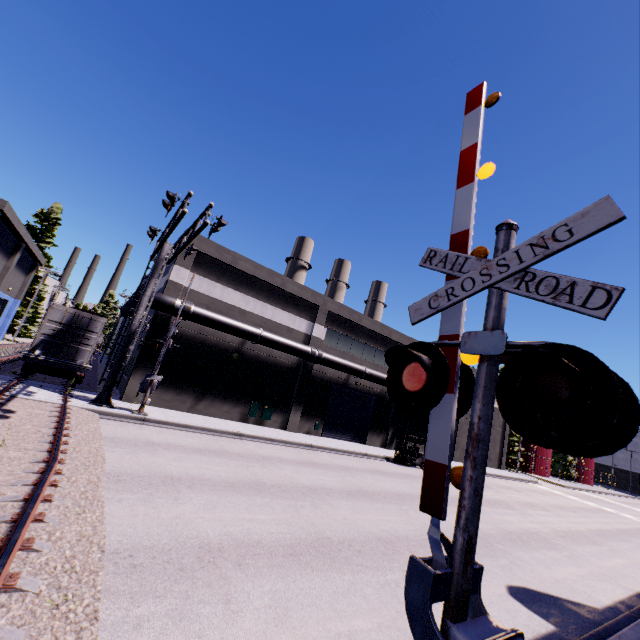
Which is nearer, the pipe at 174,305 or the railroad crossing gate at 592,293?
the railroad crossing gate at 592,293

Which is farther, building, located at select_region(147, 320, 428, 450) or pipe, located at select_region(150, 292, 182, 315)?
building, located at select_region(147, 320, 428, 450)

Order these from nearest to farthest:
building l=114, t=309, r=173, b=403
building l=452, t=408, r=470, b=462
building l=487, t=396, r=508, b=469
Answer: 1. building l=114, t=309, r=173, b=403
2. building l=452, t=408, r=470, b=462
3. building l=487, t=396, r=508, b=469

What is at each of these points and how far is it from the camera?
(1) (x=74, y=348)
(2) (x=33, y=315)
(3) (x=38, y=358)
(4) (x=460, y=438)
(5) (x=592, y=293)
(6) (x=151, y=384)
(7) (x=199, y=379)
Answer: (1) cargo container door, 16.72m
(2) tree, 42.28m
(3) flatcar, 15.52m
(4) building, 36.31m
(5) railroad crossing gate, 2.42m
(6) railroad crossing gate, 16.00m
(7) building, 20.56m

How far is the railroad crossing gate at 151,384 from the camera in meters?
15.8

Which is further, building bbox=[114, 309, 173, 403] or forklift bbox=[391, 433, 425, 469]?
forklift bbox=[391, 433, 425, 469]

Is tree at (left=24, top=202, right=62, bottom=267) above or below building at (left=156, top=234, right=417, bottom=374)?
above

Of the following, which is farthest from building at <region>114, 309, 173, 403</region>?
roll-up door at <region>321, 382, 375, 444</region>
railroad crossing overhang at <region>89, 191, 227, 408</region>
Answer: railroad crossing overhang at <region>89, 191, 227, 408</region>
